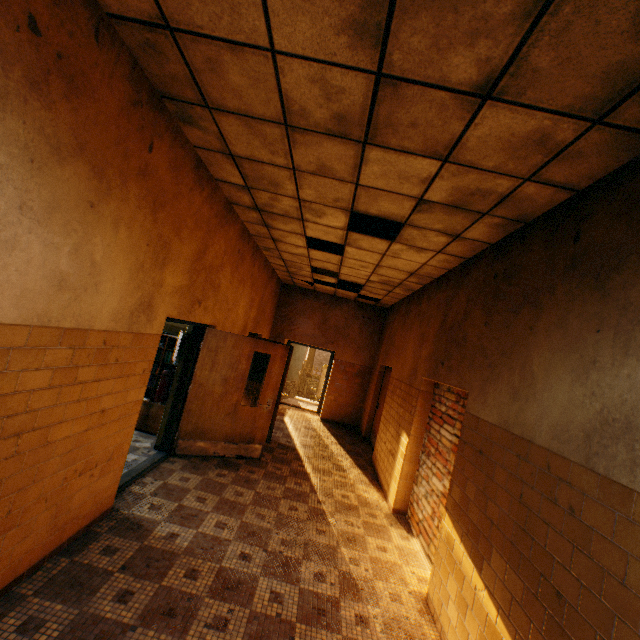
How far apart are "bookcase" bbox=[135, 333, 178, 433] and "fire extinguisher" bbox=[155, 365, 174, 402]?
0.45m

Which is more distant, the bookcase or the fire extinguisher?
the bookcase

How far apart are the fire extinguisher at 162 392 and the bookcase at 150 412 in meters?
0.4

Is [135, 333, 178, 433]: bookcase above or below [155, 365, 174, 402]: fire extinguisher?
below

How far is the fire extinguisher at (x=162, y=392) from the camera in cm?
526

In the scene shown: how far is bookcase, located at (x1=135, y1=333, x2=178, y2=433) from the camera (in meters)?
5.81

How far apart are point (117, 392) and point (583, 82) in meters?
4.1

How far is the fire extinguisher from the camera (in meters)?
5.26
